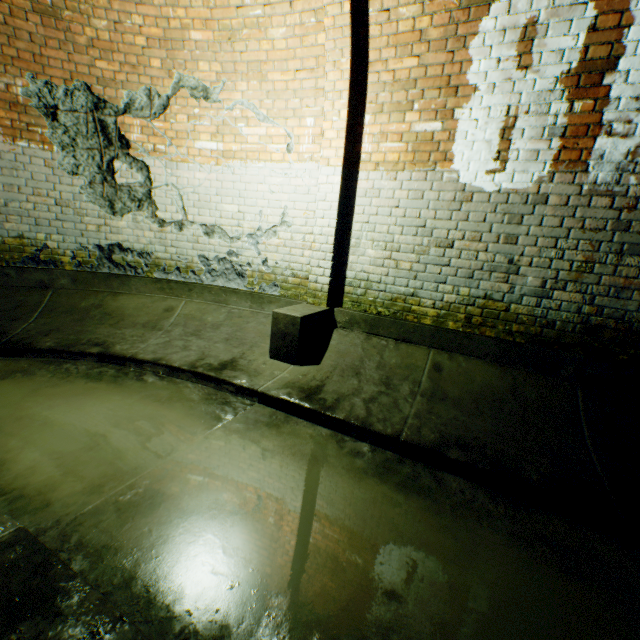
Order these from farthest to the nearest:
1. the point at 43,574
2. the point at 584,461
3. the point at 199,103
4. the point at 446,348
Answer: the point at 199,103
the point at 446,348
the point at 584,461
the point at 43,574

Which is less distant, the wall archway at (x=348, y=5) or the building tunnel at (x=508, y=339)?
the building tunnel at (x=508, y=339)

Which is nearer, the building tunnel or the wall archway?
the building tunnel
